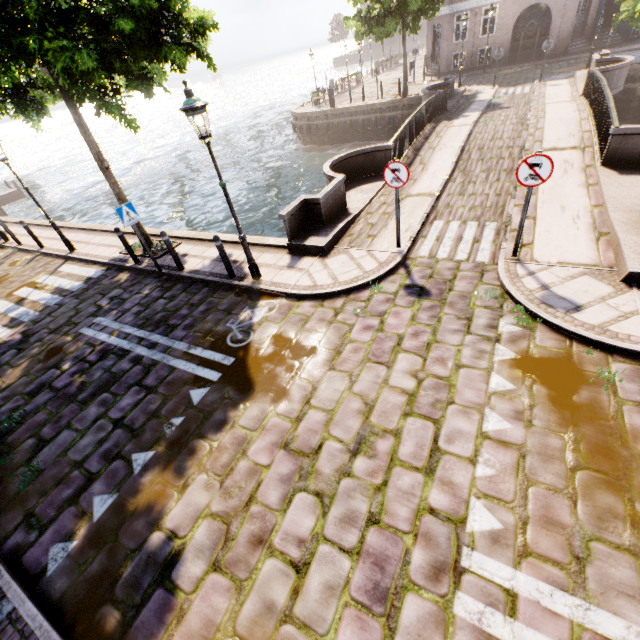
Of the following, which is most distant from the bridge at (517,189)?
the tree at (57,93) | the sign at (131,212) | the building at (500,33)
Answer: the building at (500,33)

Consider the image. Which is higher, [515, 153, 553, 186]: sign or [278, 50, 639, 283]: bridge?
[515, 153, 553, 186]: sign

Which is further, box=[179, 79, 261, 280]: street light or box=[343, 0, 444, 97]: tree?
box=[343, 0, 444, 97]: tree

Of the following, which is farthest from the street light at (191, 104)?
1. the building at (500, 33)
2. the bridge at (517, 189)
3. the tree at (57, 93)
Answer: the building at (500, 33)

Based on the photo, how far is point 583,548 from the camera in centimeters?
306cm

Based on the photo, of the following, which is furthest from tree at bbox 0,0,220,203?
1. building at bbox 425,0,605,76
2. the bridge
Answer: building at bbox 425,0,605,76

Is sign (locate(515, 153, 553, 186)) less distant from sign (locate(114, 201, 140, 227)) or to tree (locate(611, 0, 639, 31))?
tree (locate(611, 0, 639, 31))

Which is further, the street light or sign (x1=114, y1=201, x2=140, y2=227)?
sign (x1=114, y1=201, x2=140, y2=227)
